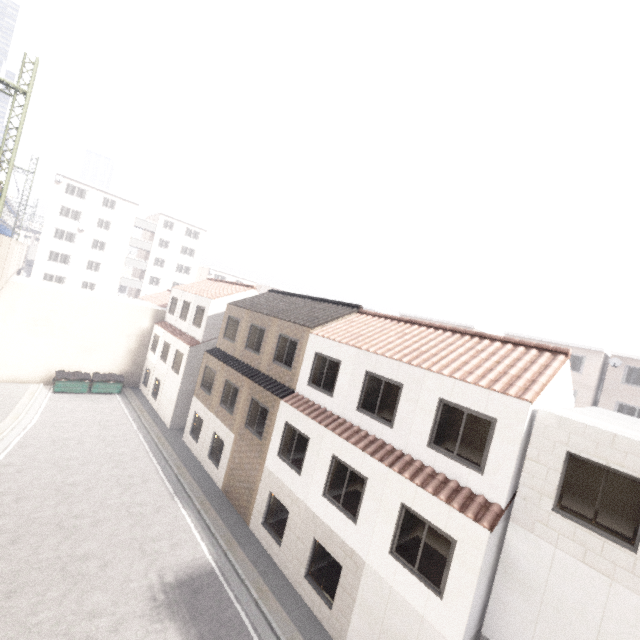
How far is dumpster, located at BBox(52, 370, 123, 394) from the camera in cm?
2331

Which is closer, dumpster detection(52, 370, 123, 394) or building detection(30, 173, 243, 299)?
dumpster detection(52, 370, 123, 394)

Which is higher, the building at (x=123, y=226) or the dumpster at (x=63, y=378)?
the building at (x=123, y=226)

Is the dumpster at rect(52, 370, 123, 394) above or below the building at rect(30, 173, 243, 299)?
below

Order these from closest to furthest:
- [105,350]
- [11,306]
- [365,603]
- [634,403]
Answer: [365,603]
[11,306]
[634,403]
[105,350]

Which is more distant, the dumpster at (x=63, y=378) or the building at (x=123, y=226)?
the building at (x=123, y=226)

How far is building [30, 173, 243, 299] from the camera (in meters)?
41.53
